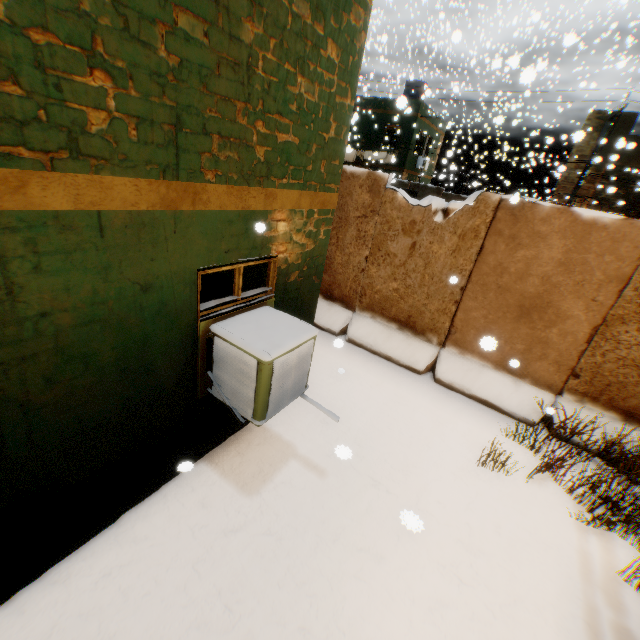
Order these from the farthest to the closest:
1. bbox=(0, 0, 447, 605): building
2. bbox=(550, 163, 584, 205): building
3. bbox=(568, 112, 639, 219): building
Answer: bbox=(550, 163, 584, 205): building
bbox=(568, 112, 639, 219): building
bbox=(0, 0, 447, 605): building

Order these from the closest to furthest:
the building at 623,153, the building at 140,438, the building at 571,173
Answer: the building at 140,438
the building at 623,153
the building at 571,173

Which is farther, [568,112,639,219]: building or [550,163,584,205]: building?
[550,163,584,205]: building

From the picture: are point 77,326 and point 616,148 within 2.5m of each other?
no

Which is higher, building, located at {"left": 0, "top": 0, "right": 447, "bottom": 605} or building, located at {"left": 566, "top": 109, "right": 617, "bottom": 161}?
building, located at {"left": 566, "top": 109, "right": 617, "bottom": 161}

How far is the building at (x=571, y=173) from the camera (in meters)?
18.73

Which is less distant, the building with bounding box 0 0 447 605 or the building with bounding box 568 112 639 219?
the building with bounding box 0 0 447 605
